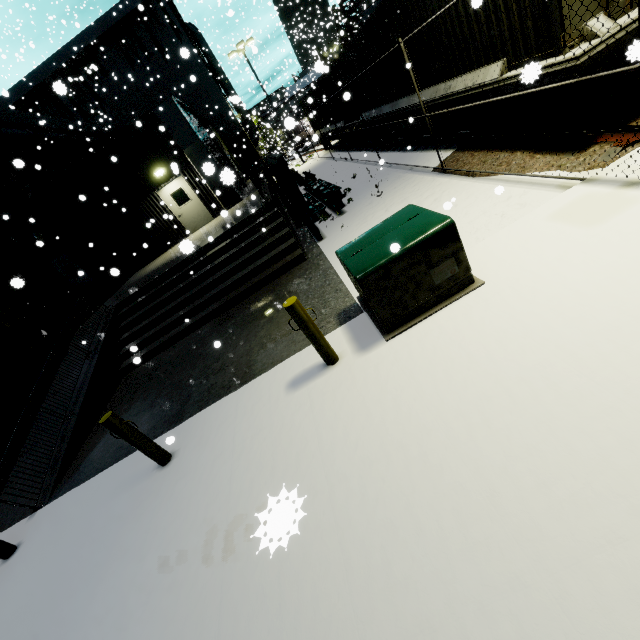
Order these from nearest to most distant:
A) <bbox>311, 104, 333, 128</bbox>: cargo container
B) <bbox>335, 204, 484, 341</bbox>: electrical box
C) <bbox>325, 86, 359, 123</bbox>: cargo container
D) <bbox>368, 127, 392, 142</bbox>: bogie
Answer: <bbox>335, 204, 484, 341</bbox>: electrical box → <bbox>368, 127, 392, 142</bbox>: bogie → <bbox>325, 86, 359, 123</bbox>: cargo container → <bbox>311, 104, 333, 128</bbox>: cargo container

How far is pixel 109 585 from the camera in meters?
3.7

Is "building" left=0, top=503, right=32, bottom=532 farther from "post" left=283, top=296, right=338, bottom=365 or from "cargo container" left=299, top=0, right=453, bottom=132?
"post" left=283, top=296, right=338, bottom=365

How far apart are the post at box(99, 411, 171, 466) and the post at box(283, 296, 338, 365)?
2.7m

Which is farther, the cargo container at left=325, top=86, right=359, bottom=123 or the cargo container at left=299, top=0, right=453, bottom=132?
the cargo container at left=325, top=86, right=359, bottom=123

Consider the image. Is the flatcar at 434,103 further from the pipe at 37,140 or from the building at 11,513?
the building at 11,513

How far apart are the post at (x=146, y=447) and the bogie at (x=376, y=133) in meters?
13.9

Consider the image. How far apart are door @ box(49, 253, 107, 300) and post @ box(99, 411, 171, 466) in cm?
1275
